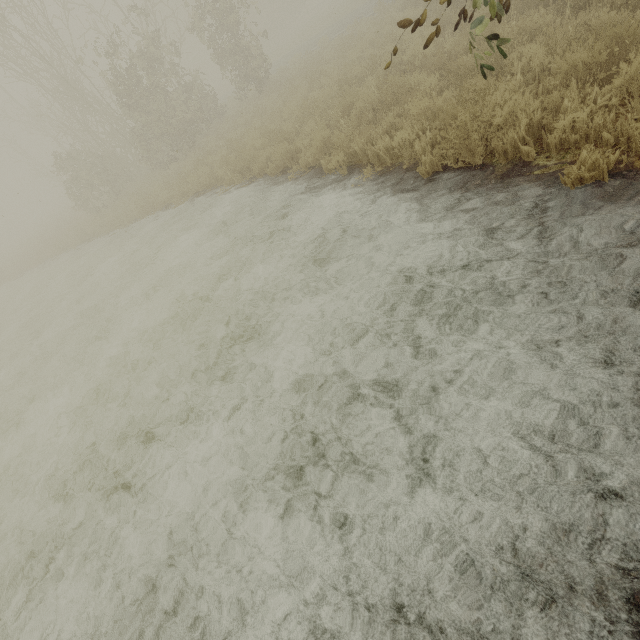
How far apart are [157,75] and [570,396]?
20.4m
